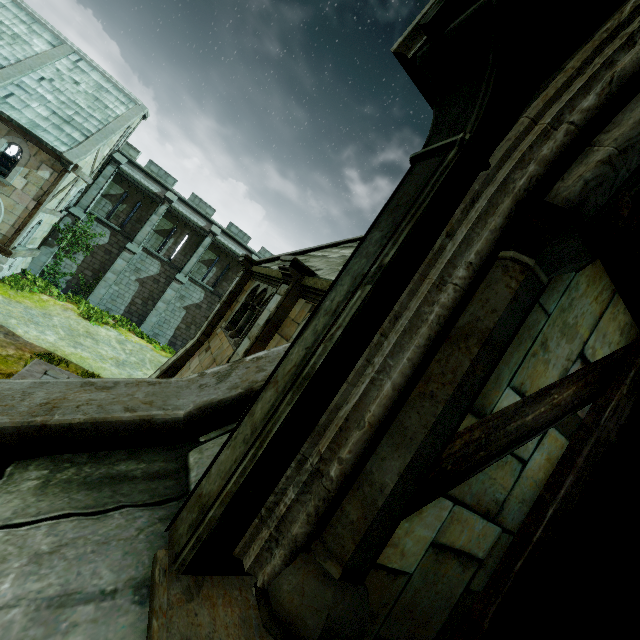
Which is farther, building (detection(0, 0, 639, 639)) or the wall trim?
the wall trim

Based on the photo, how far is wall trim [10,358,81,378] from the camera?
9.6m

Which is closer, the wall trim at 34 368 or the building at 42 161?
the wall trim at 34 368

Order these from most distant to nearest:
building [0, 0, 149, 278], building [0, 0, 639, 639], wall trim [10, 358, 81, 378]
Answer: building [0, 0, 149, 278]
wall trim [10, 358, 81, 378]
building [0, 0, 639, 639]

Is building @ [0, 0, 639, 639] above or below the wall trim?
above

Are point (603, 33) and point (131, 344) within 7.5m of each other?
no
